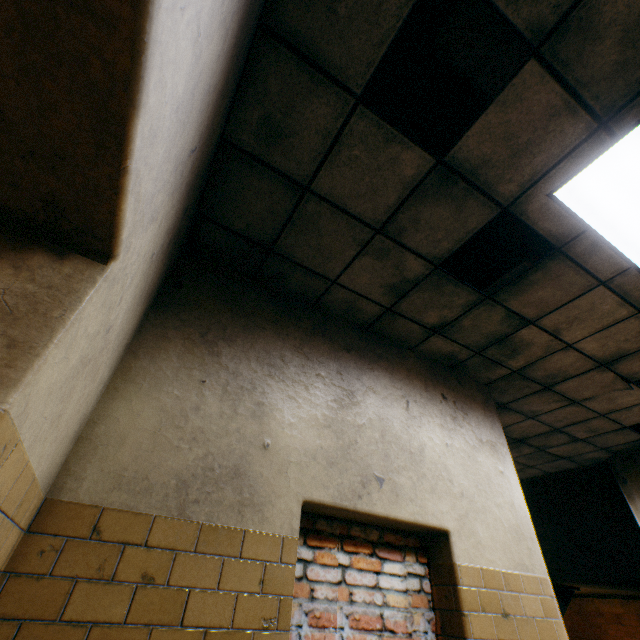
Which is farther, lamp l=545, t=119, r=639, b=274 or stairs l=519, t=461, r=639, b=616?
stairs l=519, t=461, r=639, b=616

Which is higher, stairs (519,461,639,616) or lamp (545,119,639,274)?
lamp (545,119,639,274)

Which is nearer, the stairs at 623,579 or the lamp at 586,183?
the lamp at 586,183

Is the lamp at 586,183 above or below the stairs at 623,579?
above

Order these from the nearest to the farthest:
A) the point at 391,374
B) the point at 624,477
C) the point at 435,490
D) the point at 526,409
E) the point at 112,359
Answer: the point at 112,359, the point at 435,490, the point at 391,374, the point at 526,409, the point at 624,477
